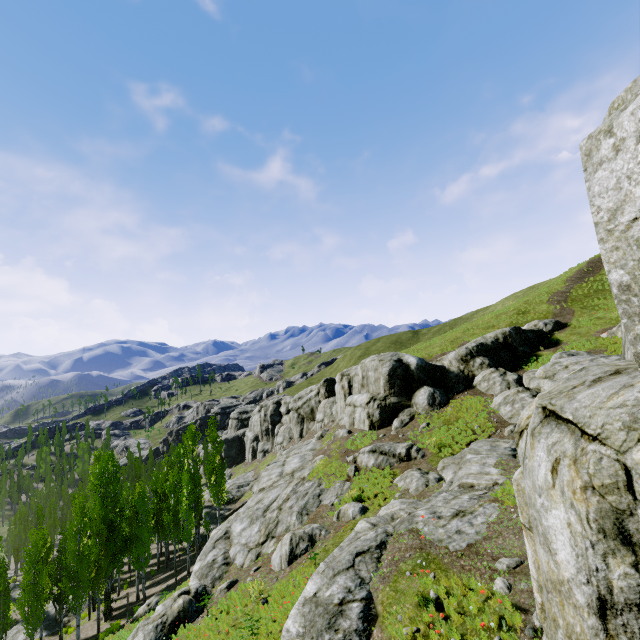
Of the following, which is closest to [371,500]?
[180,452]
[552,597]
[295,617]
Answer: [295,617]

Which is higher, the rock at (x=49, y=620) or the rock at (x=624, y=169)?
the rock at (x=624, y=169)

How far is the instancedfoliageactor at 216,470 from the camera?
34.2m

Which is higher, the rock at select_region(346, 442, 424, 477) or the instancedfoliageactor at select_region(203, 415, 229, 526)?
the rock at select_region(346, 442, 424, 477)

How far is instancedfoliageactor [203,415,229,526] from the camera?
34.2m

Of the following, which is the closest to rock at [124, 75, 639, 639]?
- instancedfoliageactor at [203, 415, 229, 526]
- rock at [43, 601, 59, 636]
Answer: instancedfoliageactor at [203, 415, 229, 526]

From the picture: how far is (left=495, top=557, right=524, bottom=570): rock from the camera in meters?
8.0
